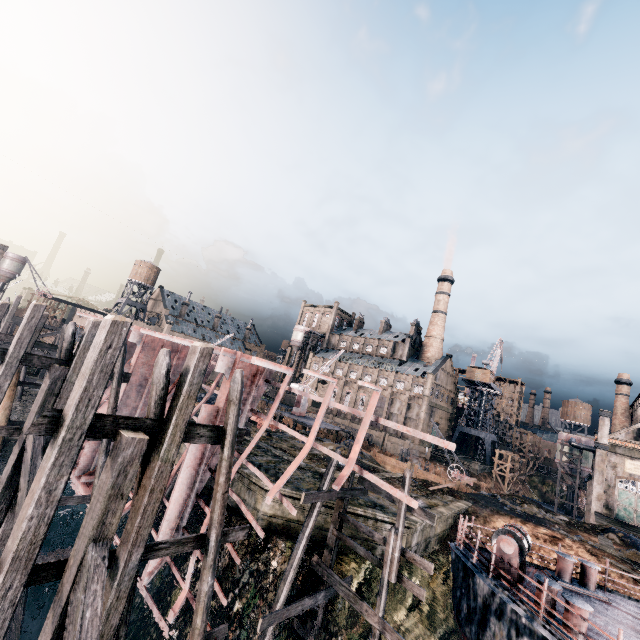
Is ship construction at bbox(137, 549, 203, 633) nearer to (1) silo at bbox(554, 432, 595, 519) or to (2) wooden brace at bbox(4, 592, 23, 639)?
(2) wooden brace at bbox(4, 592, 23, 639)

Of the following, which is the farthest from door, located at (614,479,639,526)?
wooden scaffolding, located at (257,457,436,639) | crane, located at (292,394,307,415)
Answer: wooden scaffolding, located at (257,457,436,639)

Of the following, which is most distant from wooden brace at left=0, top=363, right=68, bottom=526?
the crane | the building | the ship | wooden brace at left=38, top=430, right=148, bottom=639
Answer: the building

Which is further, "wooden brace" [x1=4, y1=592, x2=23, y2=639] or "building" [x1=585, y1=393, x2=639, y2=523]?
"building" [x1=585, y1=393, x2=639, y2=523]

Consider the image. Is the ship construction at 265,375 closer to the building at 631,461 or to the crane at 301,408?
the crane at 301,408

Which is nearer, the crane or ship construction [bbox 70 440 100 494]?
ship construction [bbox 70 440 100 494]

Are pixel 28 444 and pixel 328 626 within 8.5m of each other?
no

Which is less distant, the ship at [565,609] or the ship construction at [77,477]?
the ship at [565,609]
